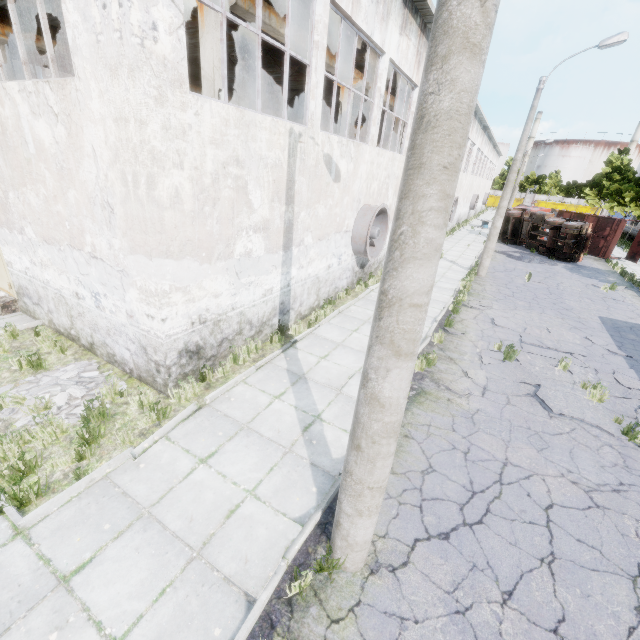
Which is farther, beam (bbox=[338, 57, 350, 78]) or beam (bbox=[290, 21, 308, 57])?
beam (bbox=[338, 57, 350, 78])

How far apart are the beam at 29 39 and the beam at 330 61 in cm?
1185

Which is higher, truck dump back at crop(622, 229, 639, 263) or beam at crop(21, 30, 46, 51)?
beam at crop(21, 30, 46, 51)

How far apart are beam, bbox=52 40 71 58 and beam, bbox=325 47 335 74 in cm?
1185

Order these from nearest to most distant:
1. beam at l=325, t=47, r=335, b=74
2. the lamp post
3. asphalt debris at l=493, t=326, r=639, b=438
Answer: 1. the lamp post
2. asphalt debris at l=493, t=326, r=639, b=438
3. beam at l=325, t=47, r=335, b=74

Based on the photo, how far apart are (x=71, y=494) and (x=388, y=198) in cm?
1412

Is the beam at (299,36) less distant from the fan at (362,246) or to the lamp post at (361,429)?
the fan at (362,246)
